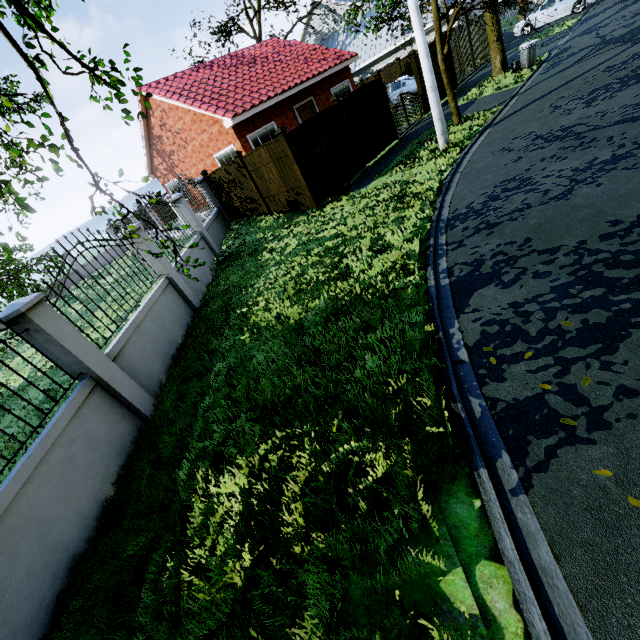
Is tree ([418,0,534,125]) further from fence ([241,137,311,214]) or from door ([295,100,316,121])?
door ([295,100,316,121])

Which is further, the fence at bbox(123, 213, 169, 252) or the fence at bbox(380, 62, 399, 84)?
the fence at bbox(380, 62, 399, 84)

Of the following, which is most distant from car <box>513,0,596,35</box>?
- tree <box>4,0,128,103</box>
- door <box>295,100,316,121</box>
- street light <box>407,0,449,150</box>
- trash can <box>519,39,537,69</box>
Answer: street light <box>407,0,449,150</box>

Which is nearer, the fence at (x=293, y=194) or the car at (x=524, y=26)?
the fence at (x=293, y=194)

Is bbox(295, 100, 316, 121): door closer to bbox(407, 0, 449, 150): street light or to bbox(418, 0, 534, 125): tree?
bbox(418, 0, 534, 125): tree

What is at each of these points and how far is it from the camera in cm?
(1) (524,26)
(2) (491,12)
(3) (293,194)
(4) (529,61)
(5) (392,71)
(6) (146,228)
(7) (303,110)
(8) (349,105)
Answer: (1) car, 2136
(2) tree, 977
(3) fence, 1123
(4) trash can, 1349
(5) fence, 2442
(6) fence, 2806
(7) door, 1723
(8) fence, 1166

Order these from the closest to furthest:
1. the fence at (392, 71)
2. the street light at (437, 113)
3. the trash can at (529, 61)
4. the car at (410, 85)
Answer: the street light at (437, 113) → the trash can at (529, 61) → the car at (410, 85) → the fence at (392, 71)

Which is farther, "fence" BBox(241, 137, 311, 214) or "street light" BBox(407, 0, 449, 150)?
"fence" BBox(241, 137, 311, 214)
